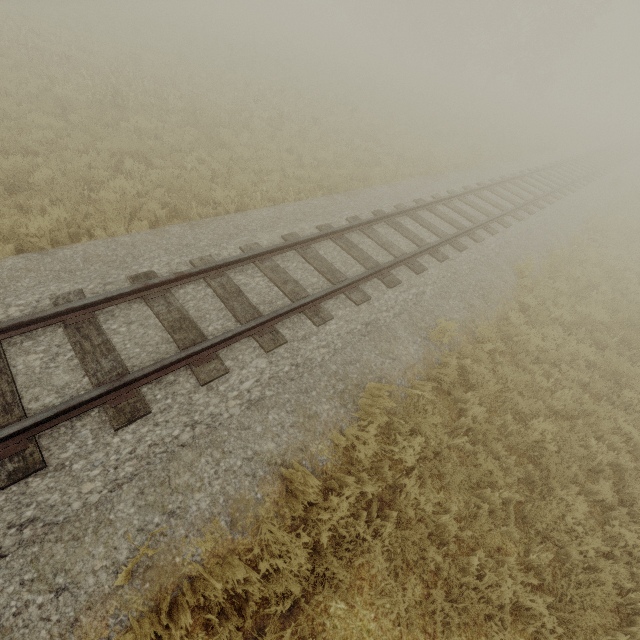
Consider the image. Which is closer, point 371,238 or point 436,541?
point 436,541
